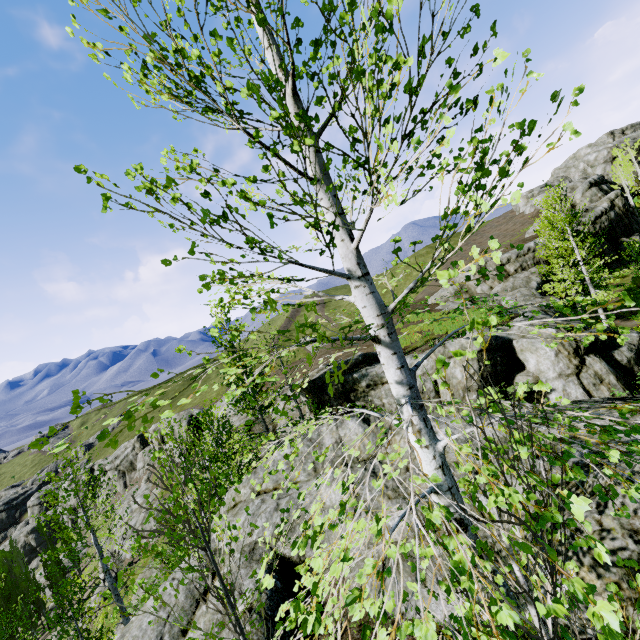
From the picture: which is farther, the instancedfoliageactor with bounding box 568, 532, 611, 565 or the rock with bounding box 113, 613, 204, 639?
the rock with bounding box 113, 613, 204, 639

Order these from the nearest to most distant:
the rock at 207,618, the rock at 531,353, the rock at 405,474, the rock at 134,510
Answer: the rock at 207,618, the rock at 405,474, the rock at 531,353, the rock at 134,510

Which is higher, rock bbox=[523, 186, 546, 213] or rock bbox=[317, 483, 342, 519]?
rock bbox=[523, 186, 546, 213]

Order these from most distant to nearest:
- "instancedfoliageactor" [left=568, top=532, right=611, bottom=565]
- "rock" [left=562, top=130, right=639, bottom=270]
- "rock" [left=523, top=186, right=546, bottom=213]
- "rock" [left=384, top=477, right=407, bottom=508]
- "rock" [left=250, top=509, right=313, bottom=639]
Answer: "rock" [left=523, top=186, right=546, bottom=213] < "rock" [left=562, top=130, right=639, bottom=270] < "rock" [left=384, top=477, right=407, bottom=508] < "rock" [left=250, top=509, right=313, bottom=639] < "instancedfoliageactor" [left=568, top=532, right=611, bottom=565]

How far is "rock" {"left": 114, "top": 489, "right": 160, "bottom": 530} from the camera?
40.12m

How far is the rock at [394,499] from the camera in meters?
6.7 m

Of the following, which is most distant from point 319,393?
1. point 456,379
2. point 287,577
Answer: point 287,577
